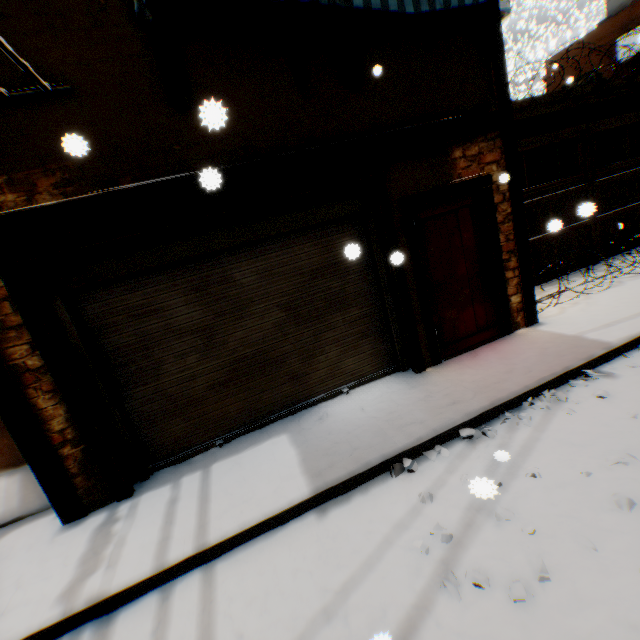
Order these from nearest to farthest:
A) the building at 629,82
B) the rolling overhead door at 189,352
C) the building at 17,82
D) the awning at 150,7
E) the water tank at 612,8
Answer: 1. the awning at 150,7
2. the building at 17,82
3. the rolling overhead door at 189,352
4. the building at 629,82
5. the water tank at 612,8

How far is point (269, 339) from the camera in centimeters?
437cm

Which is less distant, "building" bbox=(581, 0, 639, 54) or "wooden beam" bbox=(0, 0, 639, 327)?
"wooden beam" bbox=(0, 0, 639, 327)

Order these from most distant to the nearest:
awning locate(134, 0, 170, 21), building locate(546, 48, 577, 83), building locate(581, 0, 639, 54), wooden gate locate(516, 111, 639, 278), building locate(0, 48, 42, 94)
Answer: building locate(546, 48, 577, 83)
building locate(581, 0, 639, 54)
wooden gate locate(516, 111, 639, 278)
building locate(0, 48, 42, 94)
awning locate(134, 0, 170, 21)

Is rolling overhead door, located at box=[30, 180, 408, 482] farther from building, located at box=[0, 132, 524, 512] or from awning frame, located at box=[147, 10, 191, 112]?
awning frame, located at box=[147, 10, 191, 112]

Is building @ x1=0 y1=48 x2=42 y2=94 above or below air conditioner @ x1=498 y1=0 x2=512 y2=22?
below

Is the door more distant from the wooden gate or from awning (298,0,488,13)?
awning (298,0,488,13)

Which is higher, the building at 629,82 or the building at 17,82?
the building at 17,82
